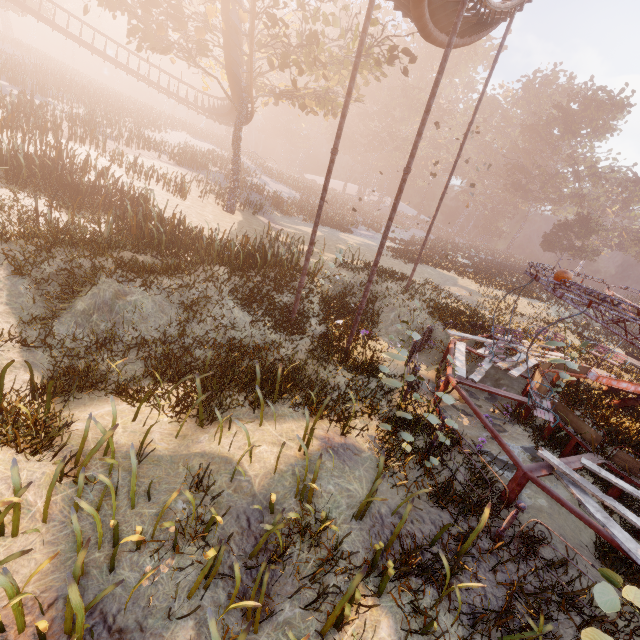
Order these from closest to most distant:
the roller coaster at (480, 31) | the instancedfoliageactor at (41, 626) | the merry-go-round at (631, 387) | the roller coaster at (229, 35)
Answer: the instancedfoliageactor at (41, 626) → the roller coaster at (480, 31) → the merry-go-round at (631, 387) → the roller coaster at (229, 35)

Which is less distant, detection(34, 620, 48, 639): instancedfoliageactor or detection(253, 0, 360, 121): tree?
detection(34, 620, 48, 639): instancedfoliageactor

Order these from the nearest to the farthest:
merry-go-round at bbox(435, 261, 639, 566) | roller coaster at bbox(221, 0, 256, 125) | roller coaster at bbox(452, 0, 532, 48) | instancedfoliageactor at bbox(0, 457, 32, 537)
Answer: instancedfoliageactor at bbox(0, 457, 32, 537) < merry-go-round at bbox(435, 261, 639, 566) < roller coaster at bbox(452, 0, 532, 48) < roller coaster at bbox(221, 0, 256, 125)

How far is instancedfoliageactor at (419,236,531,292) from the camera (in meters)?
25.78

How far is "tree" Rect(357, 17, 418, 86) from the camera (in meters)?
16.21

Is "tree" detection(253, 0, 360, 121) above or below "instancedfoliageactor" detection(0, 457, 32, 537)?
above

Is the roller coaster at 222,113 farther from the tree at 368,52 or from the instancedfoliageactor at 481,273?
the instancedfoliageactor at 481,273

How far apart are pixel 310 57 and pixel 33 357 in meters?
19.1
